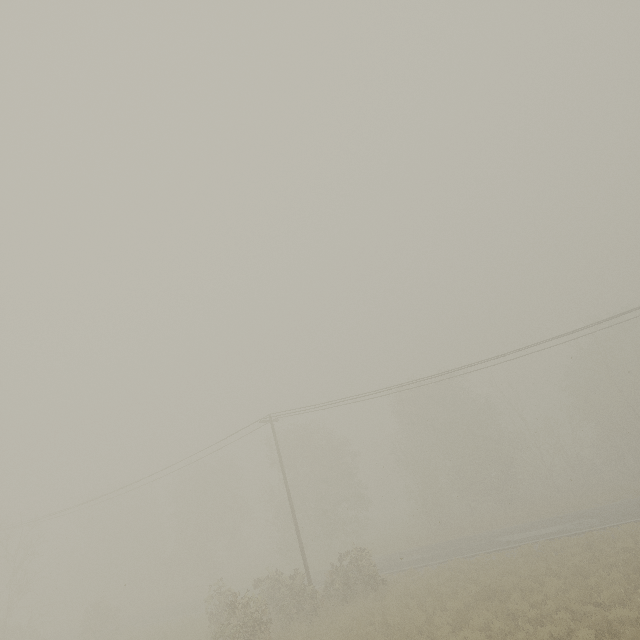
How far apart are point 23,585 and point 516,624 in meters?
81.4 m
